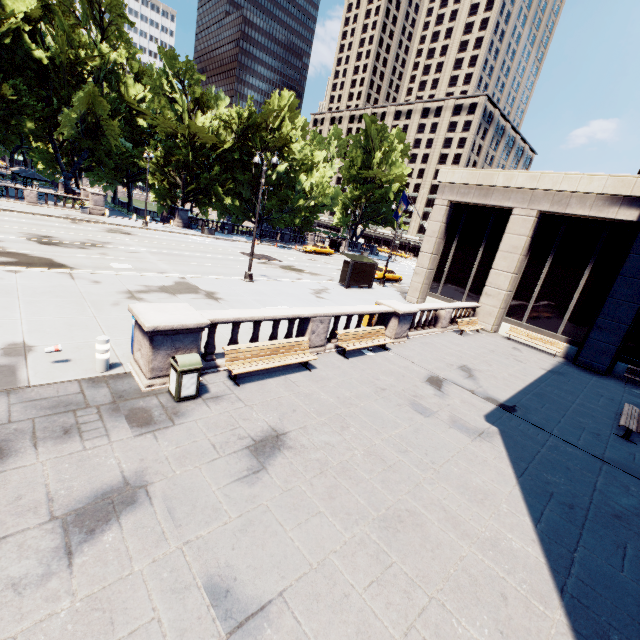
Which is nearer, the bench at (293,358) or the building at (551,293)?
the bench at (293,358)

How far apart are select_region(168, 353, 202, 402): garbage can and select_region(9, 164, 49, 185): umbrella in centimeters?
5141cm

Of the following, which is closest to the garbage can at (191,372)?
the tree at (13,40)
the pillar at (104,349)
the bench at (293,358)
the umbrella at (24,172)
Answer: the bench at (293,358)

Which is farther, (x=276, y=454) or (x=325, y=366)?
(x=325, y=366)

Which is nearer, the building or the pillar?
the pillar

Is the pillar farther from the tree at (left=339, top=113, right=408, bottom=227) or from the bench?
the tree at (left=339, top=113, right=408, bottom=227)

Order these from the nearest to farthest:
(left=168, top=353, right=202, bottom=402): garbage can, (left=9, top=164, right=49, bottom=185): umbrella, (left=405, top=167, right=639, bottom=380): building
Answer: (left=168, top=353, right=202, bottom=402): garbage can < (left=405, top=167, right=639, bottom=380): building < (left=9, top=164, right=49, bottom=185): umbrella

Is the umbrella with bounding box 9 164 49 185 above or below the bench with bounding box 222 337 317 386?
above
